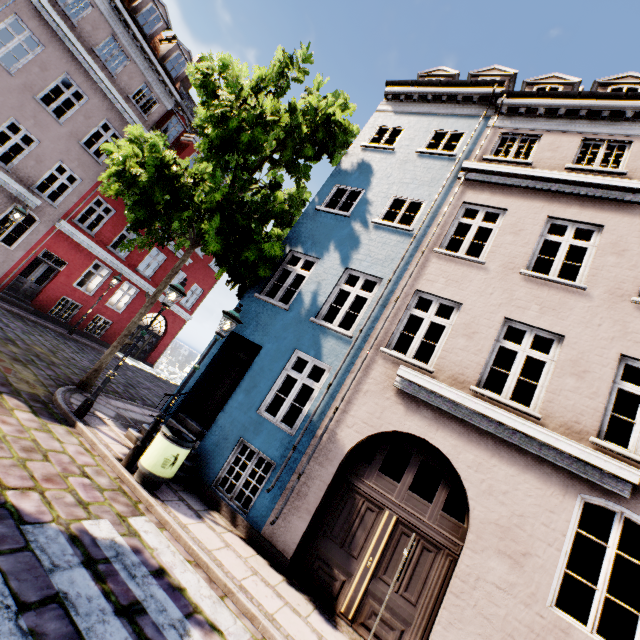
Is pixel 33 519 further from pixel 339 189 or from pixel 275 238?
pixel 339 189

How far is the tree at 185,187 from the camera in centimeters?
789cm

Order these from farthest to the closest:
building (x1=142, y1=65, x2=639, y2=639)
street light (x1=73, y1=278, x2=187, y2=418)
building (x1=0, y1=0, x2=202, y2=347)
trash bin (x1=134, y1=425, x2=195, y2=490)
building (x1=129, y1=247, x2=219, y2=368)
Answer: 1. building (x1=129, y1=247, x2=219, y2=368)
2. building (x1=0, y1=0, x2=202, y2=347)
3. street light (x1=73, y1=278, x2=187, y2=418)
4. trash bin (x1=134, y1=425, x2=195, y2=490)
5. building (x1=142, y1=65, x2=639, y2=639)

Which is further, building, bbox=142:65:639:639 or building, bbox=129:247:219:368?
building, bbox=129:247:219:368

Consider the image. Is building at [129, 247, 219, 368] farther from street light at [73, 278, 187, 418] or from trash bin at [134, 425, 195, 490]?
street light at [73, 278, 187, 418]

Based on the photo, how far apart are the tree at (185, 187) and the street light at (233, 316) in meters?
3.6

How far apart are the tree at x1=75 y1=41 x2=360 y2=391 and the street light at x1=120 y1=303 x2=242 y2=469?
3.62m

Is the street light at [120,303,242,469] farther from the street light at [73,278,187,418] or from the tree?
the tree
